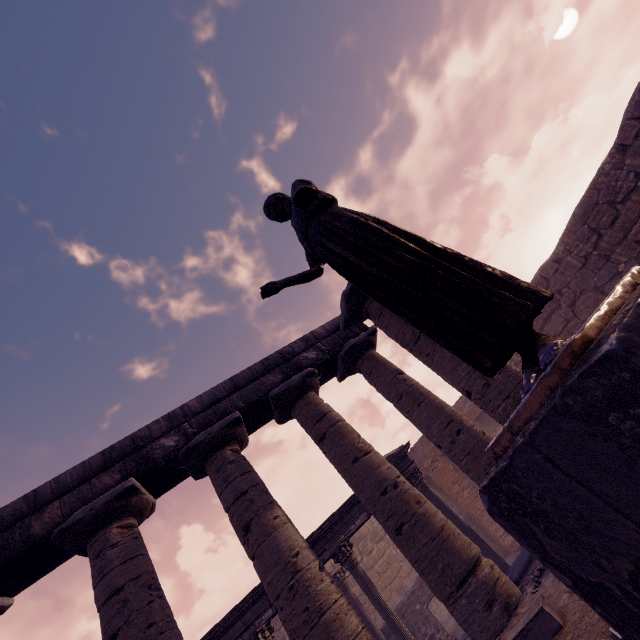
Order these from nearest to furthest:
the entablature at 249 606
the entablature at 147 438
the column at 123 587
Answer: the column at 123 587, the entablature at 147 438, the entablature at 249 606

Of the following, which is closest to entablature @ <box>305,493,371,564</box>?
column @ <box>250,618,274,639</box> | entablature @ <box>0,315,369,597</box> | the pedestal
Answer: column @ <box>250,618,274,639</box>

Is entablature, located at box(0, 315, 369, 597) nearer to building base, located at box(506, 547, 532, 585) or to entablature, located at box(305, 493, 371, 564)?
entablature, located at box(305, 493, 371, 564)

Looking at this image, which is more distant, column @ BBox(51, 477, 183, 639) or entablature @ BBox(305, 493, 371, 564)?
entablature @ BBox(305, 493, 371, 564)

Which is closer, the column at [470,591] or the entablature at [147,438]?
the column at [470,591]

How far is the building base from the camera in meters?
5.6

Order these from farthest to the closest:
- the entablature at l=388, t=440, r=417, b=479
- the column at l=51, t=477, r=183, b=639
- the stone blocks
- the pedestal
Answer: the entablature at l=388, t=440, r=417, b=479, the column at l=51, t=477, r=183, b=639, the stone blocks, the pedestal

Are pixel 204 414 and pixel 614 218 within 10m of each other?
no
